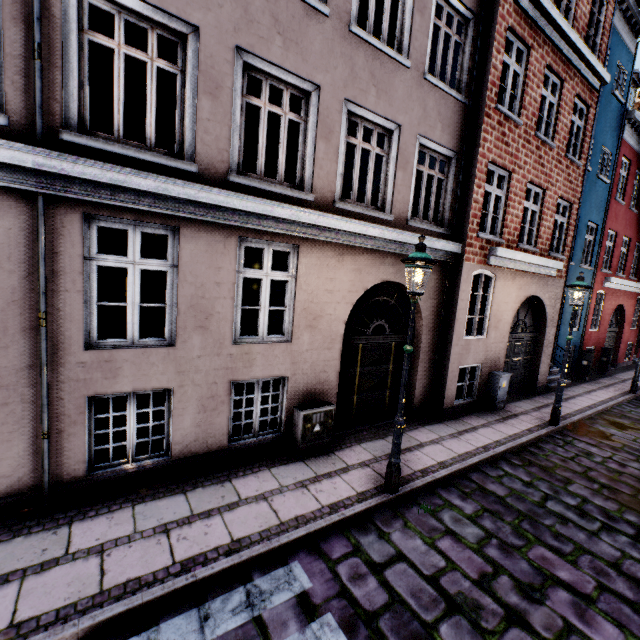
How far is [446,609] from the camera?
3.42m

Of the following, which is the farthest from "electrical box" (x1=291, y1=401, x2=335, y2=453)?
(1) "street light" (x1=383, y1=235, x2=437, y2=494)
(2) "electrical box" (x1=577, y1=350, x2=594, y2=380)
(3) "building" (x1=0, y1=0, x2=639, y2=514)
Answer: (2) "electrical box" (x1=577, y1=350, x2=594, y2=380)

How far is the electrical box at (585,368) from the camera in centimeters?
1348cm

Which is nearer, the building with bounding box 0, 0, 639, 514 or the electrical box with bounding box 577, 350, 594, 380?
the building with bounding box 0, 0, 639, 514

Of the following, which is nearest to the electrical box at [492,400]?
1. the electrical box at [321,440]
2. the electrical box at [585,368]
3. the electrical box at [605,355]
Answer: the electrical box at [321,440]

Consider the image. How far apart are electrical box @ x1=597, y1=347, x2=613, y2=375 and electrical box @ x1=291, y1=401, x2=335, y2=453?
15.5m

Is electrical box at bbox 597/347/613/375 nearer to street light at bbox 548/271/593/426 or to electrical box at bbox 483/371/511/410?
street light at bbox 548/271/593/426

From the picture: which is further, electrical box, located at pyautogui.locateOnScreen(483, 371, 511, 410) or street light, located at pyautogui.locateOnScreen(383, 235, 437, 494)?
electrical box, located at pyautogui.locateOnScreen(483, 371, 511, 410)
